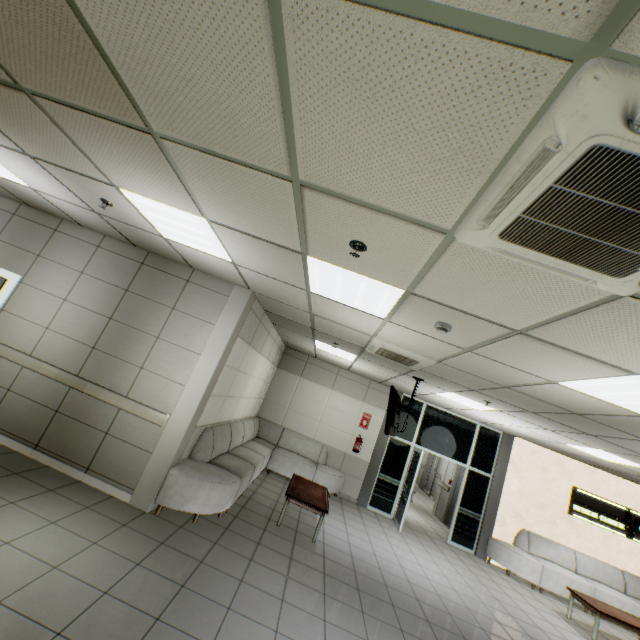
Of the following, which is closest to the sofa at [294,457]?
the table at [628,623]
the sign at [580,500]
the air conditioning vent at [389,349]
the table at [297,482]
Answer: the table at [297,482]

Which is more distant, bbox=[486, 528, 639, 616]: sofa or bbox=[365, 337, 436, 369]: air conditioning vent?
bbox=[486, 528, 639, 616]: sofa

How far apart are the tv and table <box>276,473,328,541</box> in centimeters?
164cm

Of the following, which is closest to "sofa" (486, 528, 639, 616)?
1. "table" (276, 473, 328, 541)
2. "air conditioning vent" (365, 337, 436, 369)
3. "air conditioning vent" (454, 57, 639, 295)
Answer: "table" (276, 473, 328, 541)

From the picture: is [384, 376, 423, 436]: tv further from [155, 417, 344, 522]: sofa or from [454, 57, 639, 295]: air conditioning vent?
[454, 57, 639, 295]: air conditioning vent

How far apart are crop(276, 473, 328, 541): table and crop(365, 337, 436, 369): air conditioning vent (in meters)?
2.74

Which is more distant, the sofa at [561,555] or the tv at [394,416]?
the sofa at [561,555]

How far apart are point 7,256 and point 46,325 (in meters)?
1.44
